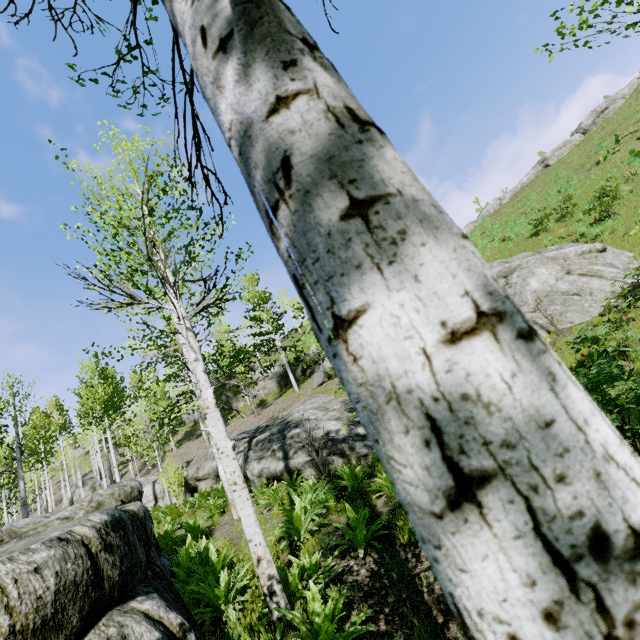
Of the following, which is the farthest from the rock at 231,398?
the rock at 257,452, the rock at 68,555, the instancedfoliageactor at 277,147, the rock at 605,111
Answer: the rock at 605,111

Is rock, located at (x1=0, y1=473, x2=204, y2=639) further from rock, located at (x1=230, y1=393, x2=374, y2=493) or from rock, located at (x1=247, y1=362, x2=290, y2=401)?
rock, located at (x1=247, y1=362, x2=290, y2=401)

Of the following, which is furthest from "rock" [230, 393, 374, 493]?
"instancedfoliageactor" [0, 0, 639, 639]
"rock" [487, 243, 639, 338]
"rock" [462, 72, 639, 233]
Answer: "rock" [462, 72, 639, 233]

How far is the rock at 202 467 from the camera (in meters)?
13.84

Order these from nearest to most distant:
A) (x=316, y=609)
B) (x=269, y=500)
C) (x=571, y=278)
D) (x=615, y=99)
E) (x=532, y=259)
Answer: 1. (x=316, y=609)
2. (x=269, y=500)
3. (x=571, y=278)
4. (x=532, y=259)
5. (x=615, y=99)

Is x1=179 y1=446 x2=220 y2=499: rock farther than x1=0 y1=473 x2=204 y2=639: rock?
Yes

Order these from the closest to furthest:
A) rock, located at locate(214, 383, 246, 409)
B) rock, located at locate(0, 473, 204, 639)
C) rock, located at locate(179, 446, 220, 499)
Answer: rock, located at locate(0, 473, 204, 639) → rock, located at locate(179, 446, 220, 499) → rock, located at locate(214, 383, 246, 409)

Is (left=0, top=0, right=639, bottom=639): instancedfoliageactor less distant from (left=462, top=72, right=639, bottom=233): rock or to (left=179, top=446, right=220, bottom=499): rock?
(left=179, top=446, right=220, bottom=499): rock
